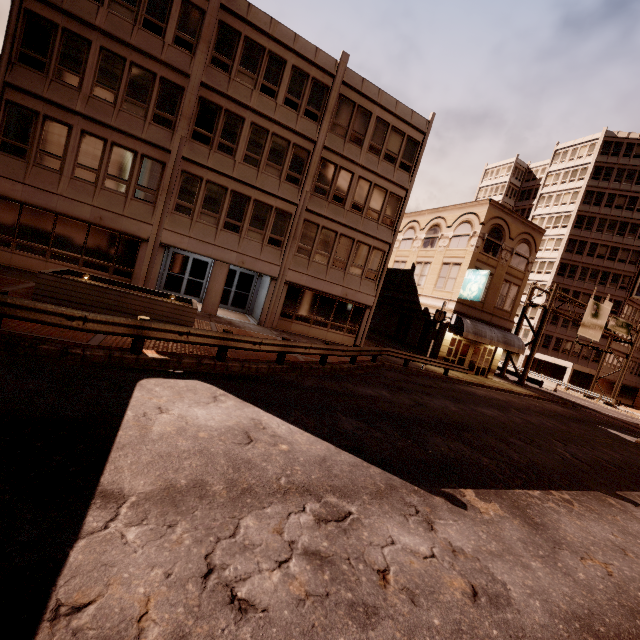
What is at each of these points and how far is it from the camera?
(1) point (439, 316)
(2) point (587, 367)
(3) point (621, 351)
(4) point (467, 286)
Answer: (1) sign, 21.3m
(2) building, 47.8m
(3) building, 48.6m
(4) sign, 24.4m

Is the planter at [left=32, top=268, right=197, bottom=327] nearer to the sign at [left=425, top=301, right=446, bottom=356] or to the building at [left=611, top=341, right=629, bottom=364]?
the sign at [left=425, top=301, right=446, bottom=356]

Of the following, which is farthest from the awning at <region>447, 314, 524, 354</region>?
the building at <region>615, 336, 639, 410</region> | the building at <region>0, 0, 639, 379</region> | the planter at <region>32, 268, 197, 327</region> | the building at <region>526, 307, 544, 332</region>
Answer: the building at <region>615, 336, 639, 410</region>

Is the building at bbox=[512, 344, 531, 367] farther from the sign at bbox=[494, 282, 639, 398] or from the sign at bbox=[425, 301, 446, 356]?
the sign at bbox=[425, 301, 446, 356]

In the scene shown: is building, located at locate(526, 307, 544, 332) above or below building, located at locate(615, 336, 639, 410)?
above

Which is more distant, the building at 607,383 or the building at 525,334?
the building at 525,334

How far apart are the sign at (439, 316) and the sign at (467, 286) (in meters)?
3.54

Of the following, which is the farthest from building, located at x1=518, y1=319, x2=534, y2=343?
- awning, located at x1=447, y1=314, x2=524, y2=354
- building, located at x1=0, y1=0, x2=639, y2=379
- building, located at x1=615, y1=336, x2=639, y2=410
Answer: building, located at x1=0, y1=0, x2=639, y2=379
